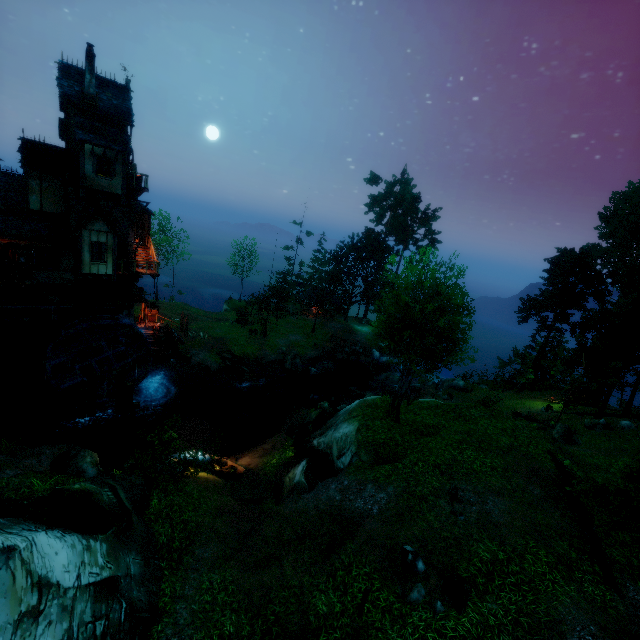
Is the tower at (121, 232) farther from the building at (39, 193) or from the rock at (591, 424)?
the rock at (591, 424)

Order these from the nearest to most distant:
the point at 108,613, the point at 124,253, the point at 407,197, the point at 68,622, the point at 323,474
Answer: the point at 68,622 → the point at 108,613 → the point at 323,474 → the point at 124,253 → the point at 407,197

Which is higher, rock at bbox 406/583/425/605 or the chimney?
the chimney

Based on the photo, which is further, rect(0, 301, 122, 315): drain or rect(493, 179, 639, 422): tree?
rect(493, 179, 639, 422): tree

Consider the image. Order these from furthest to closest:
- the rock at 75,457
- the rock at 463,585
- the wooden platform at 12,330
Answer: the wooden platform at 12,330 → the rock at 75,457 → the rock at 463,585

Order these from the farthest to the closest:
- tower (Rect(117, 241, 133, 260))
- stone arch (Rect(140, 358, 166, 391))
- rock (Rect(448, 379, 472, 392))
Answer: rock (Rect(448, 379, 472, 392)), stone arch (Rect(140, 358, 166, 391)), tower (Rect(117, 241, 133, 260))

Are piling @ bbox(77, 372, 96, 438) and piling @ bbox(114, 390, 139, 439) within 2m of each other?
yes

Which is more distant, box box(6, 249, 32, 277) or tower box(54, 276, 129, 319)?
tower box(54, 276, 129, 319)
